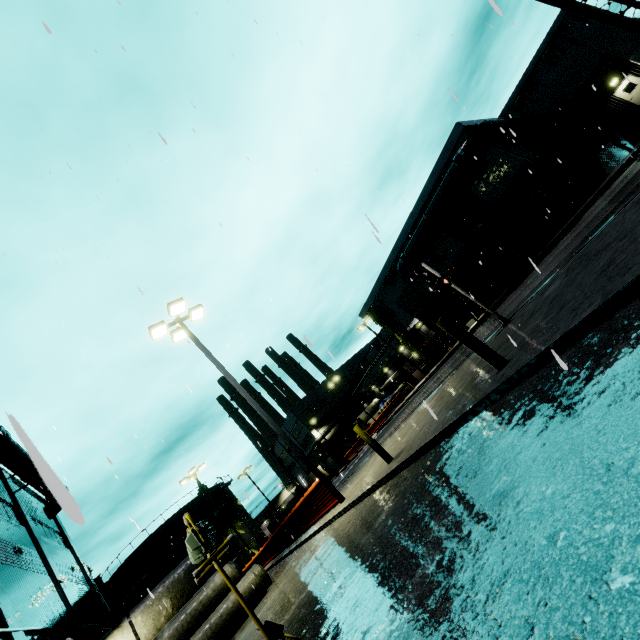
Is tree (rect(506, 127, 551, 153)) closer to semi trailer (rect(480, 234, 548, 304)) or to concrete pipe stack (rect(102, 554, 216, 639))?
semi trailer (rect(480, 234, 548, 304))

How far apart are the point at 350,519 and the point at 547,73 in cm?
5825

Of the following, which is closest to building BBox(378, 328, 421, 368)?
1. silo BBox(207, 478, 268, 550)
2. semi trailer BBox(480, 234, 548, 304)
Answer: silo BBox(207, 478, 268, 550)

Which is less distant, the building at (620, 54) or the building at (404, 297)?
the building at (620, 54)

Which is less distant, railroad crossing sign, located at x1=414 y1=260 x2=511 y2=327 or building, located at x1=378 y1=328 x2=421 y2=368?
railroad crossing sign, located at x1=414 y1=260 x2=511 y2=327

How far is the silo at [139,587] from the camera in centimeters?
3744cm

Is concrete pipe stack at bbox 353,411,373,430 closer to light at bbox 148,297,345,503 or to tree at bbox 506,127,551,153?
light at bbox 148,297,345,503

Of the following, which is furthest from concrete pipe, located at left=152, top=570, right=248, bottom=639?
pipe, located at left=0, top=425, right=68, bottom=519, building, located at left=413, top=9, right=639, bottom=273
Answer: pipe, located at left=0, top=425, right=68, bottom=519
